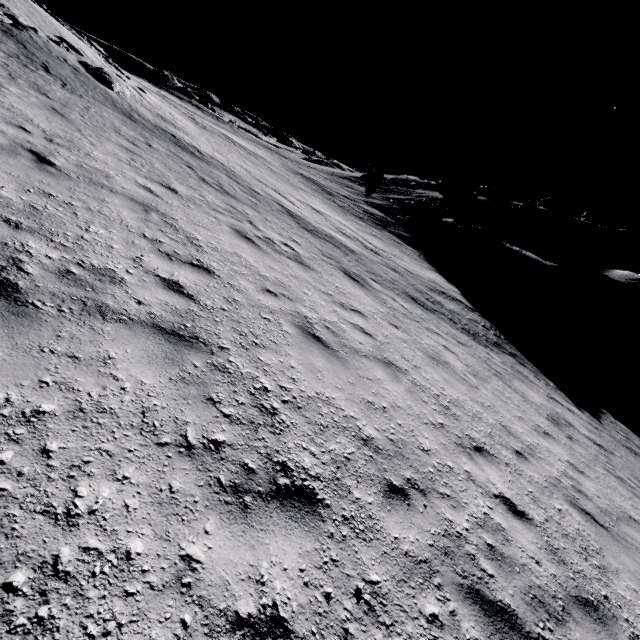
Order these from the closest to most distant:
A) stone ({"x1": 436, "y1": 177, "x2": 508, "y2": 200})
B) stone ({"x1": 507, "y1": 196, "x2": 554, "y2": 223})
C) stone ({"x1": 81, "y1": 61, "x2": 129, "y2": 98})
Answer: stone ({"x1": 81, "y1": 61, "x2": 129, "y2": 98})
stone ({"x1": 507, "y1": 196, "x2": 554, "y2": 223})
stone ({"x1": 436, "y1": 177, "x2": 508, "y2": 200})

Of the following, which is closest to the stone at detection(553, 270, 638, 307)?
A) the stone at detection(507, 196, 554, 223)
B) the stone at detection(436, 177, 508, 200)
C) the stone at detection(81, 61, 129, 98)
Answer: the stone at detection(507, 196, 554, 223)

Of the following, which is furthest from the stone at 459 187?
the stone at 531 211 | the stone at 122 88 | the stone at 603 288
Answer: the stone at 122 88

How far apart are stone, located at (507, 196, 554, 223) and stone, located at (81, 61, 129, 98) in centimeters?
4308cm

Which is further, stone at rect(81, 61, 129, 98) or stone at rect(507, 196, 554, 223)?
stone at rect(507, 196, 554, 223)

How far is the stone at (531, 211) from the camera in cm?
4103

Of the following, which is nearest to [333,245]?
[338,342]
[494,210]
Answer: [338,342]

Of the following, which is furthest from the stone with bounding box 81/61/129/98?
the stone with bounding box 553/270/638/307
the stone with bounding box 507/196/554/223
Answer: the stone with bounding box 507/196/554/223
